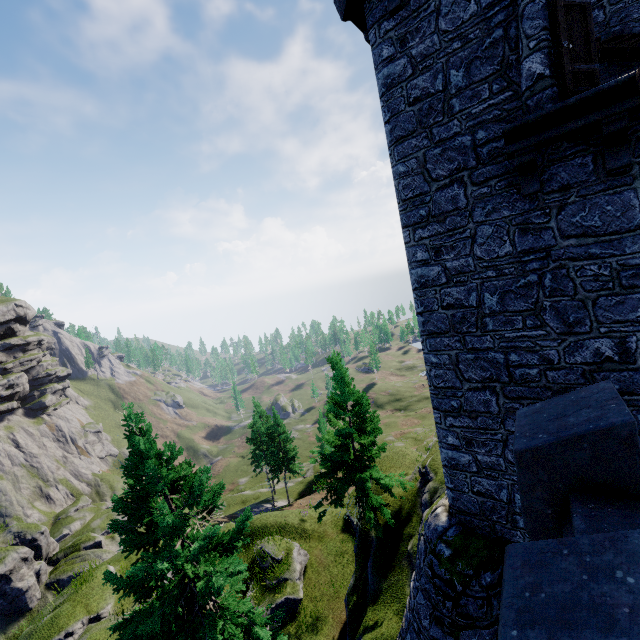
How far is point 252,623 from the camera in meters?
10.1 m

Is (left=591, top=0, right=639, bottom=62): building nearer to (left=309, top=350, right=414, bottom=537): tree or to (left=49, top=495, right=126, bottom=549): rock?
(left=309, top=350, right=414, bottom=537): tree

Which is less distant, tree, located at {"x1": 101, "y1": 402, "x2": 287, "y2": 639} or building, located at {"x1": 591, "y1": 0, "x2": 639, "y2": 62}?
tree, located at {"x1": 101, "y1": 402, "x2": 287, "y2": 639}

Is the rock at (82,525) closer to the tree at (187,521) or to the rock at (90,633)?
the rock at (90,633)

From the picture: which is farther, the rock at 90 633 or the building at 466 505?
the rock at 90 633

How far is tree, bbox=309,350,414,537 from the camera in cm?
1528

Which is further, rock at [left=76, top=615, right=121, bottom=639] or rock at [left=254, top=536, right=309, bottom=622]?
rock at [left=254, top=536, right=309, bottom=622]

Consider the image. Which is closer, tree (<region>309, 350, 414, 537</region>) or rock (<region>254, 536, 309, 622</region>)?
tree (<region>309, 350, 414, 537</region>)
